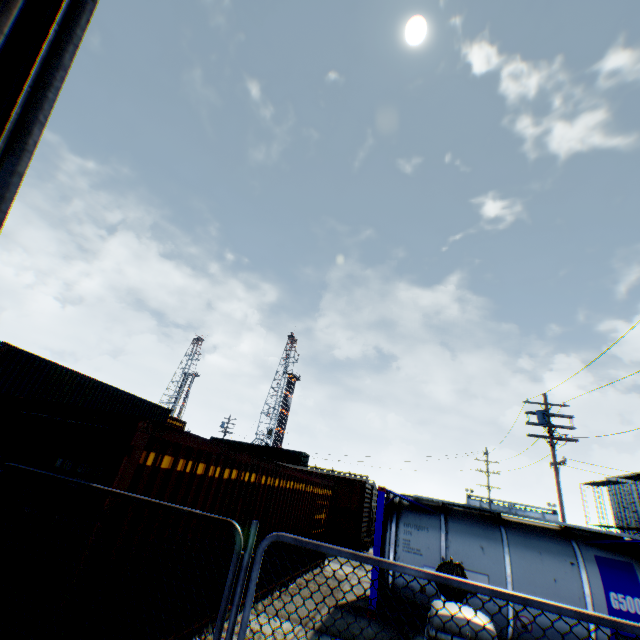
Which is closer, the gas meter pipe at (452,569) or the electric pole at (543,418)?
the gas meter pipe at (452,569)

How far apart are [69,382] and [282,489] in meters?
15.8

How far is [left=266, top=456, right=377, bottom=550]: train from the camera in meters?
17.6 m

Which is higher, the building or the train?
the building

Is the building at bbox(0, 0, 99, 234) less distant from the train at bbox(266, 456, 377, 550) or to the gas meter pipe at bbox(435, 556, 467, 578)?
the gas meter pipe at bbox(435, 556, 467, 578)

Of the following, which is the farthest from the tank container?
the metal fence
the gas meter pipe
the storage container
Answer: the storage container

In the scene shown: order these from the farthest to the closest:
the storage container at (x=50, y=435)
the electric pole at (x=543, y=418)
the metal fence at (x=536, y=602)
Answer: the electric pole at (x=543, y=418) → the storage container at (x=50, y=435) → the metal fence at (x=536, y=602)

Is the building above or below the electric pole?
below
